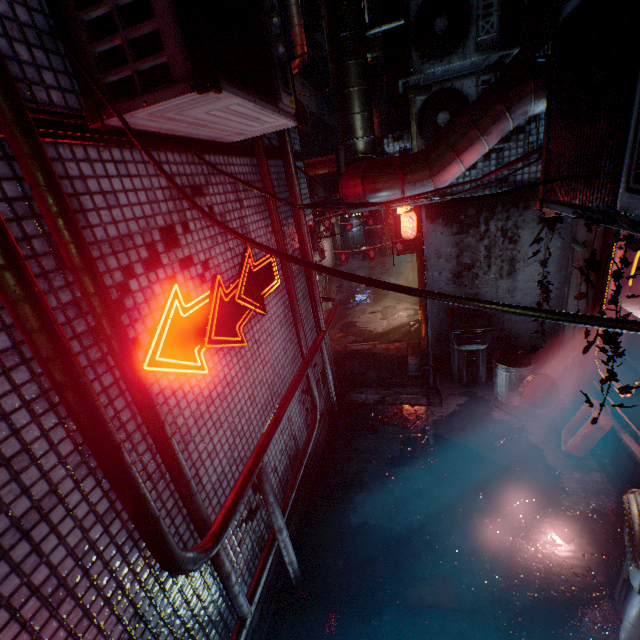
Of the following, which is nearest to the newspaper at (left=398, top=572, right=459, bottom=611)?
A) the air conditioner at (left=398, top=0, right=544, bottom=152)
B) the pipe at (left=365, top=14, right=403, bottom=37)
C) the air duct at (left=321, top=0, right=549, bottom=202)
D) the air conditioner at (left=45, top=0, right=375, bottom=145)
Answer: the air duct at (left=321, top=0, right=549, bottom=202)

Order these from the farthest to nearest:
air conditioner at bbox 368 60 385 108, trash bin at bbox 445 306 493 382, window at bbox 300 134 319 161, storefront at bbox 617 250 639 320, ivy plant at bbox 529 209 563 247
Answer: window at bbox 300 134 319 161, air conditioner at bbox 368 60 385 108, trash bin at bbox 445 306 493 382, storefront at bbox 617 250 639 320, ivy plant at bbox 529 209 563 247

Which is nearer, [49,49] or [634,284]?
[49,49]

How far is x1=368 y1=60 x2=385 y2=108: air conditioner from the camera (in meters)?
7.34

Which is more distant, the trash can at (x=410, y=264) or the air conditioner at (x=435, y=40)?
the trash can at (x=410, y=264)

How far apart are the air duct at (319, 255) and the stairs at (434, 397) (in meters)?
2.18

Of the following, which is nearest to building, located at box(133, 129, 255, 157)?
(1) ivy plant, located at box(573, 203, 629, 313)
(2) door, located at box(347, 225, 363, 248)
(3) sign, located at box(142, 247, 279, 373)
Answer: (3) sign, located at box(142, 247, 279, 373)

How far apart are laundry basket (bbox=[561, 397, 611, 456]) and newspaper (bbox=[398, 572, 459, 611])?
1.91m
